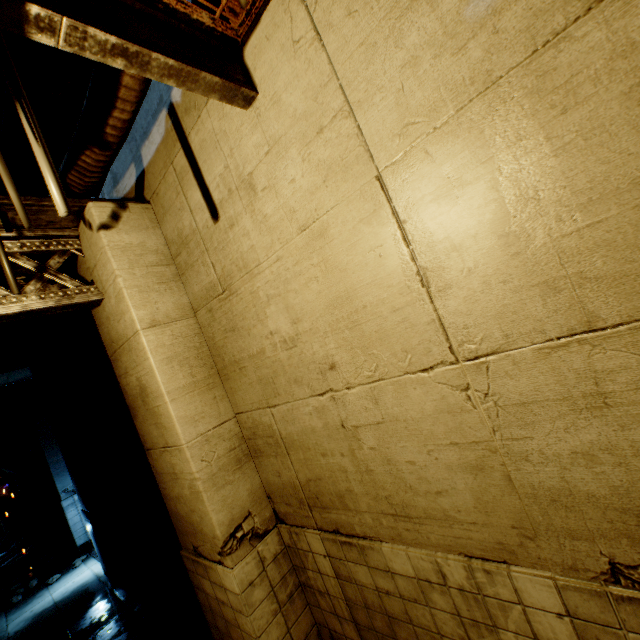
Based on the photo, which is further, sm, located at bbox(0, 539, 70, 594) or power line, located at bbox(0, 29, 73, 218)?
sm, located at bbox(0, 539, 70, 594)

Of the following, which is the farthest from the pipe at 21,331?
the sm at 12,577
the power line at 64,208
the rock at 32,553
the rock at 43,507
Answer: the rock at 43,507

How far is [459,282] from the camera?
1.9m

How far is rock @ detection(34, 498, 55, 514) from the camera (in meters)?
14.66

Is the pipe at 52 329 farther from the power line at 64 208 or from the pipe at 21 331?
the power line at 64 208

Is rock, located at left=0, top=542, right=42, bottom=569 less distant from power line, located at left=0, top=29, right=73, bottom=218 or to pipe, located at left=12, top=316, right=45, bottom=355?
pipe, located at left=12, top=316, right=45, bottom=355

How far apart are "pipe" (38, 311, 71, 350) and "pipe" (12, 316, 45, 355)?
0.08m

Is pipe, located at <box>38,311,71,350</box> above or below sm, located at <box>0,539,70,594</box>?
above
